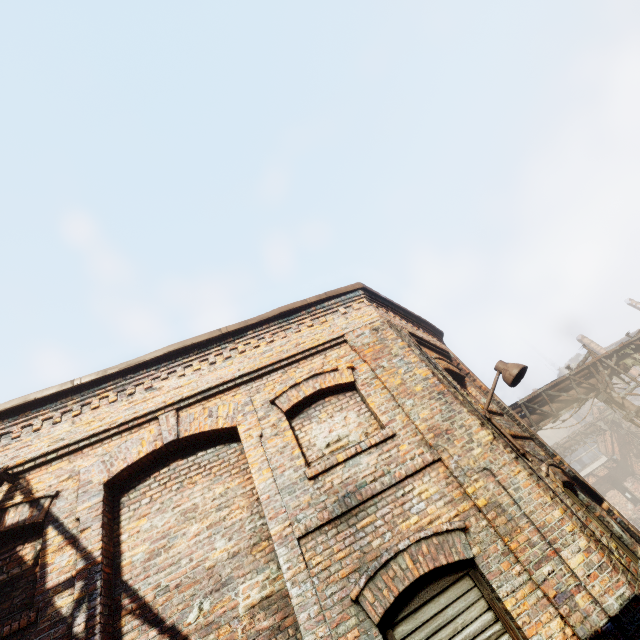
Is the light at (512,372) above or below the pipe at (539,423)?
below

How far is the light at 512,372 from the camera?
4.81m

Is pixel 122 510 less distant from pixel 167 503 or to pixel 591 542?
pixel 167 503

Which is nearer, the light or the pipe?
the light

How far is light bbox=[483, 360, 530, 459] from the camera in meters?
4.8

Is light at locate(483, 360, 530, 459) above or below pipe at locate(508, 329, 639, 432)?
below
